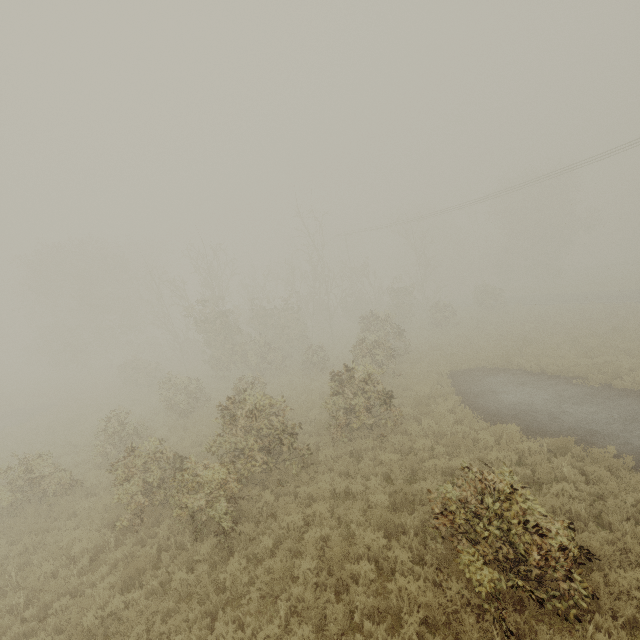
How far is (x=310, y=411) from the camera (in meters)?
15.57

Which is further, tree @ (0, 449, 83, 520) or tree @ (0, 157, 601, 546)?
tree @ (0, 449, 83, 520)

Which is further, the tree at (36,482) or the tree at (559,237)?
the tree at (36,482)
